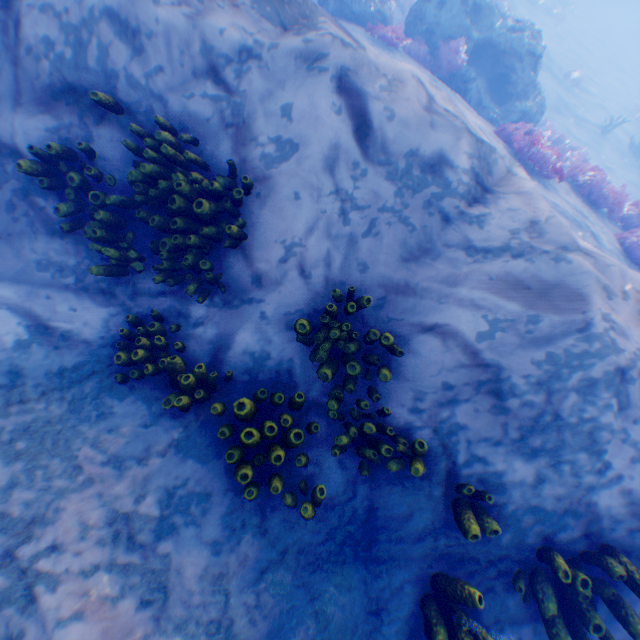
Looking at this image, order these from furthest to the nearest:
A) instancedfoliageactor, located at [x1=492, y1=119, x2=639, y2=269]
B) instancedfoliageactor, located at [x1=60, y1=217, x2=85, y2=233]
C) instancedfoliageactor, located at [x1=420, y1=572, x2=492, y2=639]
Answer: instancedfoliageactor, located at [x1=492, y1=119, x2=639, y2=269], instancedfoliageactor, located at [x1=60, y1=217, x2=85, y2=233], instancedfoliageactor, located at [x1=420, y1=572, x2=492, y2=639]

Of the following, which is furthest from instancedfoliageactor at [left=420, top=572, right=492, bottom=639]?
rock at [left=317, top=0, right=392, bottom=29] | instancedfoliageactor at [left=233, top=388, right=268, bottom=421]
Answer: rock at [left=317, top=0, right=392, bottom=29]

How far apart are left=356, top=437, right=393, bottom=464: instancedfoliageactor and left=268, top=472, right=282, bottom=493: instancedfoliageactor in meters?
0.2

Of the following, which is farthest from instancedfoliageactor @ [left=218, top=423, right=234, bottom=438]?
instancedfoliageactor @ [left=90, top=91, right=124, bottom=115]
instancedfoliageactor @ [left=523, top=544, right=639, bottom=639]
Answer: instancedfoliageactor @ [left=90, top=91, right=124, bottom=115]

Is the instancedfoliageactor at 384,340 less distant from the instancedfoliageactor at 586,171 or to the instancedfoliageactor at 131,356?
the instancedfoliageactor at 131,356

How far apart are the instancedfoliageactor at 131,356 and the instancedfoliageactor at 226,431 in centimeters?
20cm

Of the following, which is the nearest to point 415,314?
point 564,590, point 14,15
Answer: point 564,590

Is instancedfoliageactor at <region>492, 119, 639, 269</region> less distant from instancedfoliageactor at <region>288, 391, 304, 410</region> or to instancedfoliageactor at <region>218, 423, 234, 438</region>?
instancedfoliageactor at <region>288, 391, 304, 410</region>
